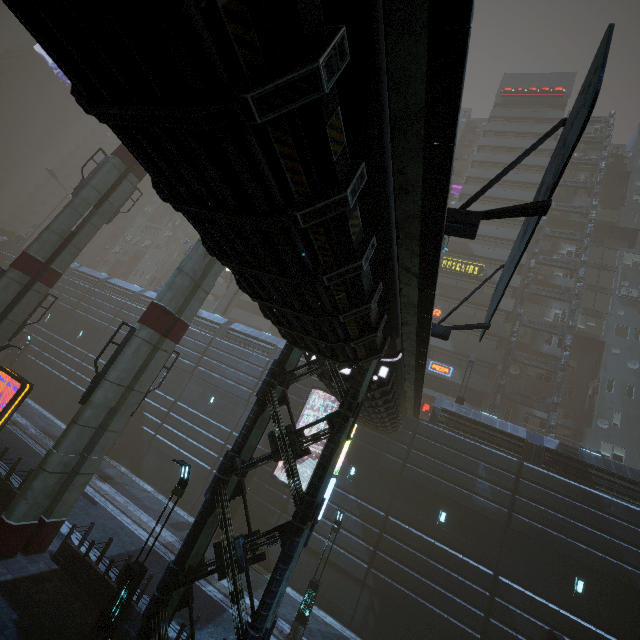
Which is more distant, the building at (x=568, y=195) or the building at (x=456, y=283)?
the building at (x=568, y=195)

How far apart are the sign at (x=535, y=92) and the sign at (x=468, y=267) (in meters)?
29.16

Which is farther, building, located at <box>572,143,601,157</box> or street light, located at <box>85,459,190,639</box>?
Answer: building, located at <box>572,143,601,157</box>

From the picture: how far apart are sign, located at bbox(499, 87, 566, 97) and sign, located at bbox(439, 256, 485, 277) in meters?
29.2

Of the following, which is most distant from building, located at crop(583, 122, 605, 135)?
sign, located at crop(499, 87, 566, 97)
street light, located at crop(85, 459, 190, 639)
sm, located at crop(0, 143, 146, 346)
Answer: street light, located at crop(85, 459, 190, 639)

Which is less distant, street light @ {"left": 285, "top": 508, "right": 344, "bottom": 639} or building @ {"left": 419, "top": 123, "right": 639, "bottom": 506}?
street light @ {"left": 285, "top": 508, "right": 344, "bottom": 639}

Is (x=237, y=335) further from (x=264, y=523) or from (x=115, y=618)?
(x=115, y=618)

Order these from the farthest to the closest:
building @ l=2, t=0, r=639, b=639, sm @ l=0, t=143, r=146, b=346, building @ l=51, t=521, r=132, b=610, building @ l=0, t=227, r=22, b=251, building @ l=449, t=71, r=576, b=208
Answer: building @ l=0, t=227, r=22, b=251 → building @ l=449, t=71, r=576, b=208 → sm @ l=0, t=143, r=146, b=346 → building @ l=51, t=521, r=132, b=610 → building @ l=2, t=0, r=639, b=639
